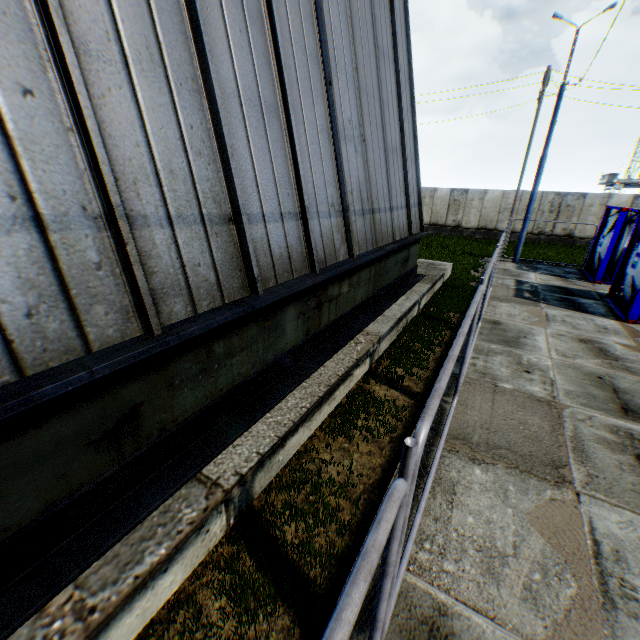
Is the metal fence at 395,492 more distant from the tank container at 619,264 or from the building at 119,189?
the tank container at 619,264

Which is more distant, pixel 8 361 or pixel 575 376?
pixel 575 376

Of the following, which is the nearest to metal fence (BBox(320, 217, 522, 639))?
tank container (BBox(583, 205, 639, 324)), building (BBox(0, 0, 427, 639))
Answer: building (BBox(0, 0, 427, 639))

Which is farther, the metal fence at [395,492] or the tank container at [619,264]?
the tank container at [619,264]

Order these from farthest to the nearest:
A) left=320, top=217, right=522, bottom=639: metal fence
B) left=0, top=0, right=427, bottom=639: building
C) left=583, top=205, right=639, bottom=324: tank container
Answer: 1. left=583, top=205, right=639, bottom=324: tank container
2. left=0, top=0, right=427, bottom=639: building
3. left=320, top=217, right=522, bottom=639: metal fence

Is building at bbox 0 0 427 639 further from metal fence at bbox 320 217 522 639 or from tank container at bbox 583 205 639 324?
tank container at bbox 583 205 639 324
